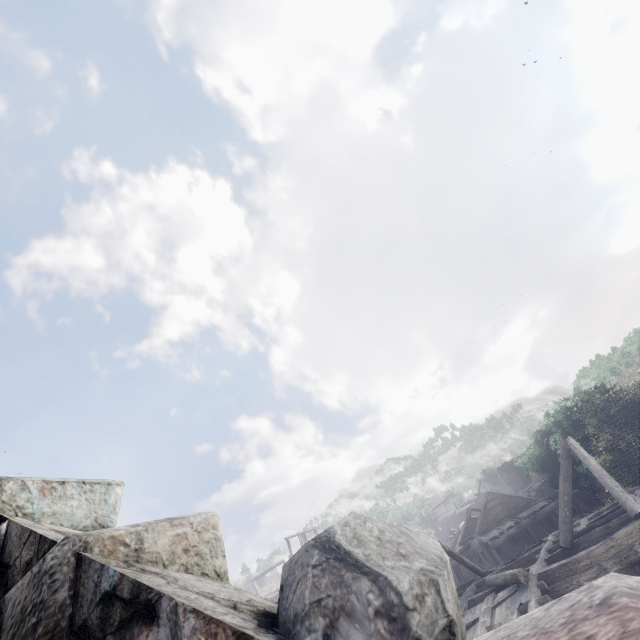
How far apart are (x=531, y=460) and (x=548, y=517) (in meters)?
12.37
